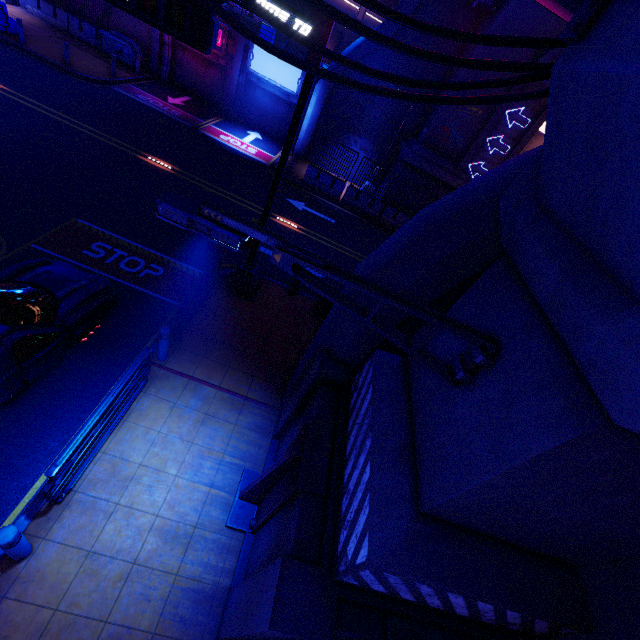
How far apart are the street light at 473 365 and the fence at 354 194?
17.4 meters

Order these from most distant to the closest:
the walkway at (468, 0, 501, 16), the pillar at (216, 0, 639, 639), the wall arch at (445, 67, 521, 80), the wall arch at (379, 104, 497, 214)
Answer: the wall arch at (379, 104, 497, 214), the wall arch at (445, 67, 521, 80), the walkway at (468, 0, 501, 16), the pillar at (216, 0, 639, 639)

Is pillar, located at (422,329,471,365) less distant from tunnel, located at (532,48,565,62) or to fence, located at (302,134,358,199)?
tunnel, located at (532,48,565,62)

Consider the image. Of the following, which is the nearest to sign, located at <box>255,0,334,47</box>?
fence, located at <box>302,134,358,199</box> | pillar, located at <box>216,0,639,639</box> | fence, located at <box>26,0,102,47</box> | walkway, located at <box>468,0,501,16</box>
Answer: pillar, located at <box>216,0,639,639</box>

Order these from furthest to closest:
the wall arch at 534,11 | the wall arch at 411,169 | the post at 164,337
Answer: the wall arch at 411,169 → the wall arch at 534,11 → the post at 164,337

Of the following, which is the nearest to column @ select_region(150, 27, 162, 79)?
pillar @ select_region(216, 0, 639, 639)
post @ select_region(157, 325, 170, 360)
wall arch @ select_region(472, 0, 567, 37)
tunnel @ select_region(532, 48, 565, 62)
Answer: wall arch @ select_region(472, 0, 567, 37)

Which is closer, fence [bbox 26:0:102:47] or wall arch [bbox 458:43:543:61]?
wall arch [bbox 458:43:543:61]

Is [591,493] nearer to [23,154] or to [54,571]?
[54,571]
